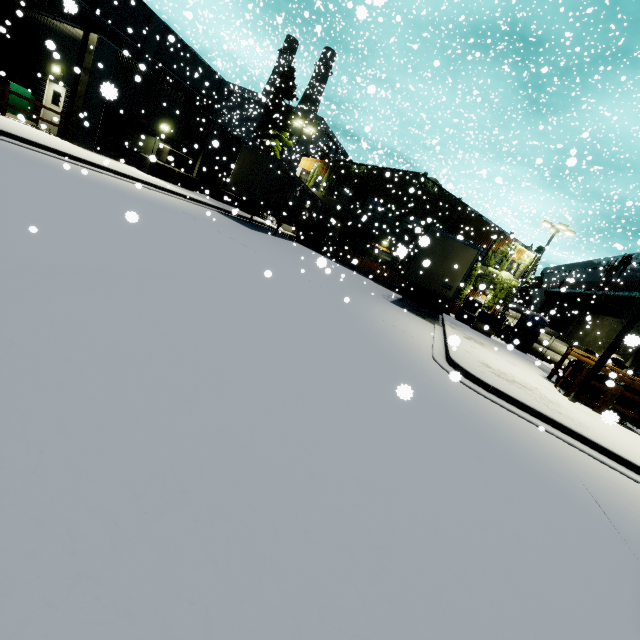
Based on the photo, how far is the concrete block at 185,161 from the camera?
18.77m

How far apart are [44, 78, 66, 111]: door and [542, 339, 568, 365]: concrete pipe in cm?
3480

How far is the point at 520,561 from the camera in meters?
2.8 m

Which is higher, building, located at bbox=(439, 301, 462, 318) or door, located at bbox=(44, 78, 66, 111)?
door, located at bbox=(44, 78, 66, 111)

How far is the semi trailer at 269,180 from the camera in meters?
18.6 m

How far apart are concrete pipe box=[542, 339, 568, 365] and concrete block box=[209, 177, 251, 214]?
26.44m

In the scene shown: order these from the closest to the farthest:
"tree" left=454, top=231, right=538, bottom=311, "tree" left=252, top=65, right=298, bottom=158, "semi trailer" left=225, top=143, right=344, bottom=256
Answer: "semi trailer" left=225, top=143, right=344, bottom=256 → "tree" left=454, top=231, right=538, bottom=311 → "tree" left=252, top=65, right=298, bottom=158

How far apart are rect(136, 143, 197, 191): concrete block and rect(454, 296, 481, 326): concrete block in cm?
922
